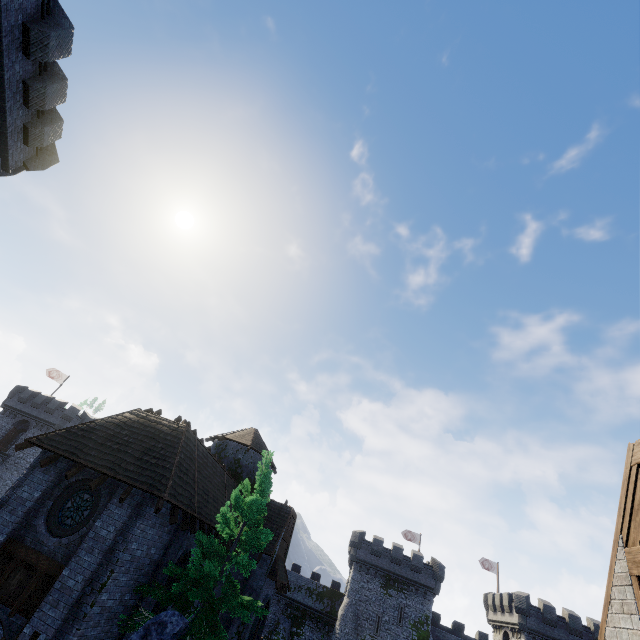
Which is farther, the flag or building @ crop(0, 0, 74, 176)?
the flag

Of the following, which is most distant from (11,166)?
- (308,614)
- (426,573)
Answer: (426,573)

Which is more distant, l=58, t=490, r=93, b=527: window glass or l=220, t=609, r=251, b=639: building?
l=220, t=609, r=251, b=639: building

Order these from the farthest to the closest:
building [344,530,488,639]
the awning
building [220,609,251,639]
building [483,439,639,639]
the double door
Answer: building [344,530,488,639] < the awning < the double door < building [220,609,251,639] < building [483,439,639,639]

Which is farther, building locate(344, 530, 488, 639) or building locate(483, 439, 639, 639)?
building locate(344, 530, 488, 639)

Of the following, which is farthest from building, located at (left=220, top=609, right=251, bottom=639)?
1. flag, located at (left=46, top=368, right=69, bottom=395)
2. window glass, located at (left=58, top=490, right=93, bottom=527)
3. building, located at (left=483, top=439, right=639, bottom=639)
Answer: flag, located at (left=46, top=368, right=69, bottom=395)

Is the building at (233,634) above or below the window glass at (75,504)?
below

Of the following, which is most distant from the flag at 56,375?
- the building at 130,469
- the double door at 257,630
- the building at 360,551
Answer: the building at 360,551
